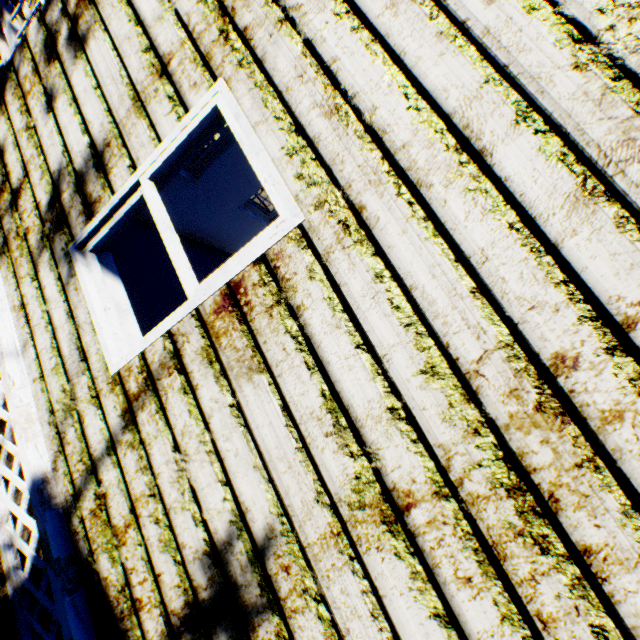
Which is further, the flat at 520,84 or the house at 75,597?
the house at 75,597

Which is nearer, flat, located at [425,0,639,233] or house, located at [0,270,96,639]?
flat, located at [425,0,639,233]

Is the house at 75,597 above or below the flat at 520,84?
below

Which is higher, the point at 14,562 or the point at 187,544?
the point at 187,544

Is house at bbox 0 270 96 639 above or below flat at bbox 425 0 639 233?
below
